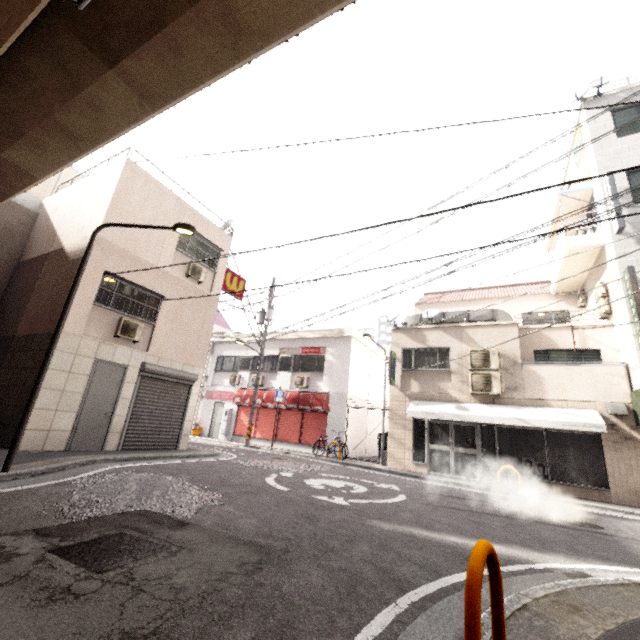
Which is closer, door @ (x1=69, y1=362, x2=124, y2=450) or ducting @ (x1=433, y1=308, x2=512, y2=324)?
door @ (x1=69, y1=362, x2=124, y2=450)

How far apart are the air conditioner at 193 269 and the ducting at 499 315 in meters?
9.7

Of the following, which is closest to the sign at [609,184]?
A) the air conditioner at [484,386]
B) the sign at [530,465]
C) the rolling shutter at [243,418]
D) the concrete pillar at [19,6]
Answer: the air conditioner at [484,386]

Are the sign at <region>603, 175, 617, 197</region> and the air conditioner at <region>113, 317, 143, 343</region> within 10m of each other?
no

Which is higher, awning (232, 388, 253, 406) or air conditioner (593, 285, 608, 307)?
air conditioner (593, 285, 608, 307)

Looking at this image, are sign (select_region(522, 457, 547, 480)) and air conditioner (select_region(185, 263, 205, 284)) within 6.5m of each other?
no

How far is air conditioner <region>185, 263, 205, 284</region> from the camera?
12.26m

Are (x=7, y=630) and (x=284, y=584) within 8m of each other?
yes
